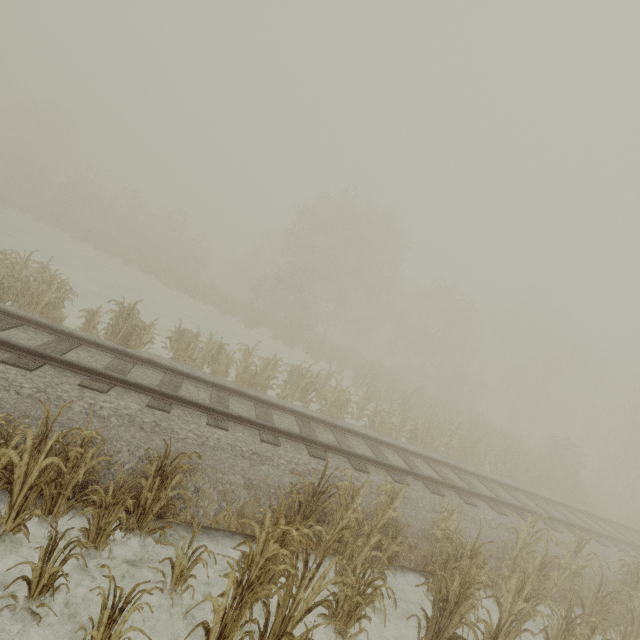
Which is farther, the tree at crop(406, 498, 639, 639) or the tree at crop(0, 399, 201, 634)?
the tree at crop(406, 498, 639, 639)

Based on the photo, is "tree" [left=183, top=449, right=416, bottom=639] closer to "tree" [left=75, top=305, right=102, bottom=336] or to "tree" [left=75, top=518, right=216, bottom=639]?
"tree" [left=75, top=518, right=216, bottom=639]

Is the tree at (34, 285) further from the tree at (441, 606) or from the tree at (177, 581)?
the tree at (441, 606)

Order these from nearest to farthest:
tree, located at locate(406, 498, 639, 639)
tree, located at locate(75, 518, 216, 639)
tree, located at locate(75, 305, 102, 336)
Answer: tree, located at locate(75, 518, 216, 639), tree, located at locate(406, 498, 639, 639), tree, located at locate(75, 305, 102, 336)

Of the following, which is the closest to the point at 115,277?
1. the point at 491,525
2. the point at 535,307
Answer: the point at 491,525

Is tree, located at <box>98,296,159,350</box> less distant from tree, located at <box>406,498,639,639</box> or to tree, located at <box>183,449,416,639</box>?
tree, located at <box>183,449,416,639</box>

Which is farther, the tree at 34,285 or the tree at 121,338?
the tree at 121,338
